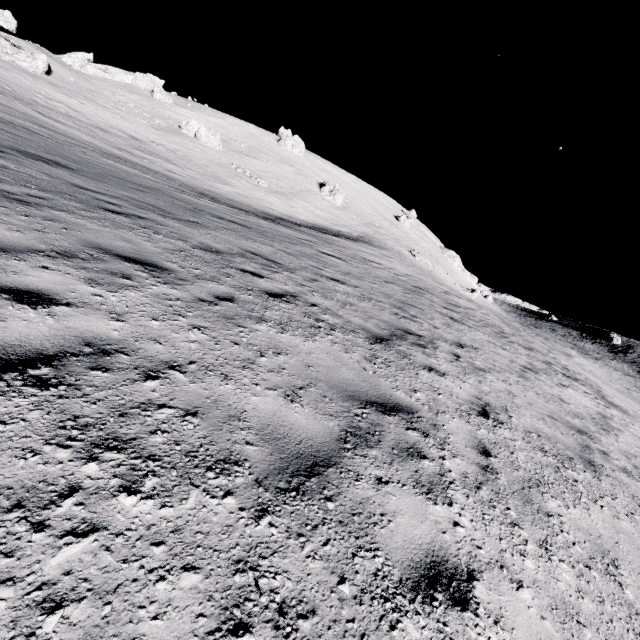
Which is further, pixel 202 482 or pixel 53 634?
pixel 202 482

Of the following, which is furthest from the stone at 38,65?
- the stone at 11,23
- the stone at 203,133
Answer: the stone at 11,23

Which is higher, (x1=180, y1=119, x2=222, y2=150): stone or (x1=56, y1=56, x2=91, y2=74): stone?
(x1=56, y1=56, x2=91, y2=74): stone

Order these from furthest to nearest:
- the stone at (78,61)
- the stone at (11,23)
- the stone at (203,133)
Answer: the stone at (78,61) → the stone at (203,133) → the stone at (11,23)

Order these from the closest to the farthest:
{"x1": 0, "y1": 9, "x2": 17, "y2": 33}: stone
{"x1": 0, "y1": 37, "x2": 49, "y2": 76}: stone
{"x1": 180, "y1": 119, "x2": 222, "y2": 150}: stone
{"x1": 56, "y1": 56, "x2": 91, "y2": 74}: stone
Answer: {"x1": 0, "y1": 37, "x2": 49, "y2": 76}: stone < {"x1": 0, "y1": 9, "x2": 17, "y2": 33}: stone < {"x1": 180, "y1": 119, "x2": 222, "y2": 150}: stone < {"x1": 56, "y1": 56, "x2": 91, "y2": 74}: stone

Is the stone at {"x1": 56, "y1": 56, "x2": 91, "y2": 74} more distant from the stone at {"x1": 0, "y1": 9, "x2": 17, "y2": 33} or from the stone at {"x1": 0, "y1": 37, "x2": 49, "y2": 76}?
the stone at {"x1": 0, "y1": 37, "x2": 49, "y2": 76}

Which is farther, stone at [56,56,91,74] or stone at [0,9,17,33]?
stone at [56,56,91,74]

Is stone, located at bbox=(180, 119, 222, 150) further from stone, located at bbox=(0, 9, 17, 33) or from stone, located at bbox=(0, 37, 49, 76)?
stone, located at bbox=(0, 9, 17, 33)
